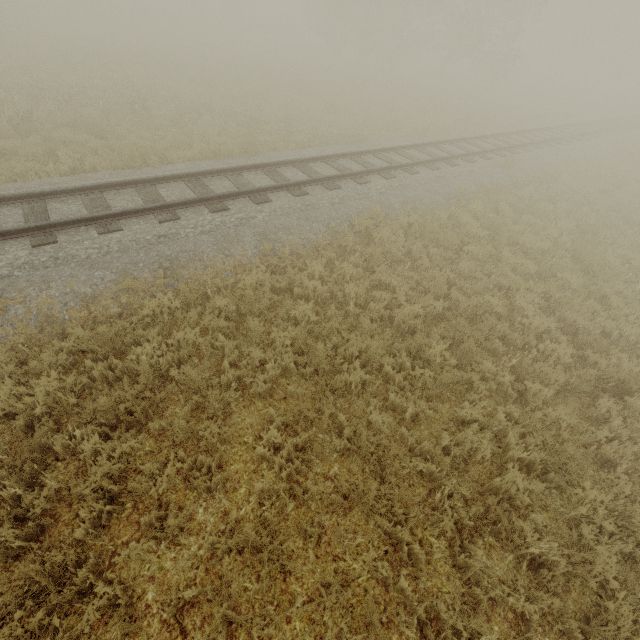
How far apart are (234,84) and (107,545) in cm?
2315
